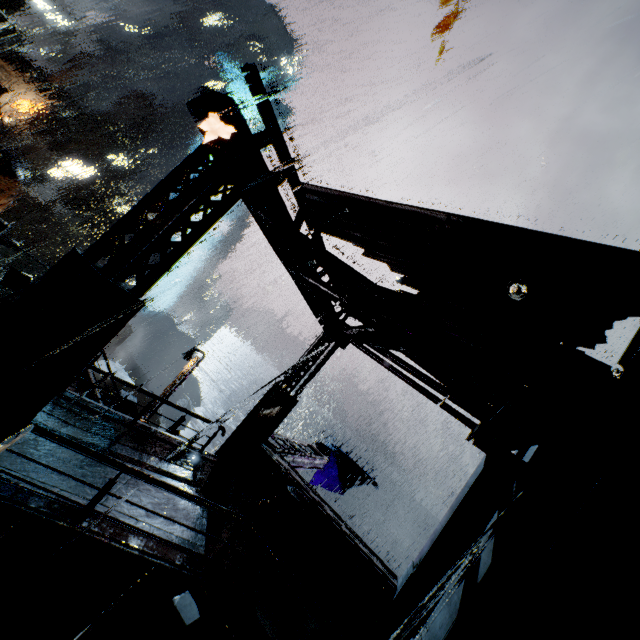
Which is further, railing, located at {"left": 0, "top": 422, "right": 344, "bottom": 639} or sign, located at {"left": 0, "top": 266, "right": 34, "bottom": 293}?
sign, located at {"left": 0, "top": 266, "right": 34, "bottom": 293}

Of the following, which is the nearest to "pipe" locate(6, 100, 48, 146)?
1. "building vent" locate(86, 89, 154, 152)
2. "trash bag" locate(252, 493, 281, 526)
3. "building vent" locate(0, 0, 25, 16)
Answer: "building vent" locate(0, 0, 25, 16)

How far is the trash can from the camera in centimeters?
915cm

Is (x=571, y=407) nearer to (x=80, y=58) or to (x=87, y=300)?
(x=87, y=300)

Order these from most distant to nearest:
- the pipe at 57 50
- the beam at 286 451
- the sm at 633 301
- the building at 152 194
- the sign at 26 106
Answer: the pipe at 57 50 < the sign at 26 106 < the beam at 286 451 < the sm at 633 301 < the building at 152 194

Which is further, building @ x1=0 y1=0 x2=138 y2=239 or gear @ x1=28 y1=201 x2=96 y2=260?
gear @ x1=28 y1=201 x2=96 y2=260

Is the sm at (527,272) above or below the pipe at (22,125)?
above

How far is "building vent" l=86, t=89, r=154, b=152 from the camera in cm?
5459
